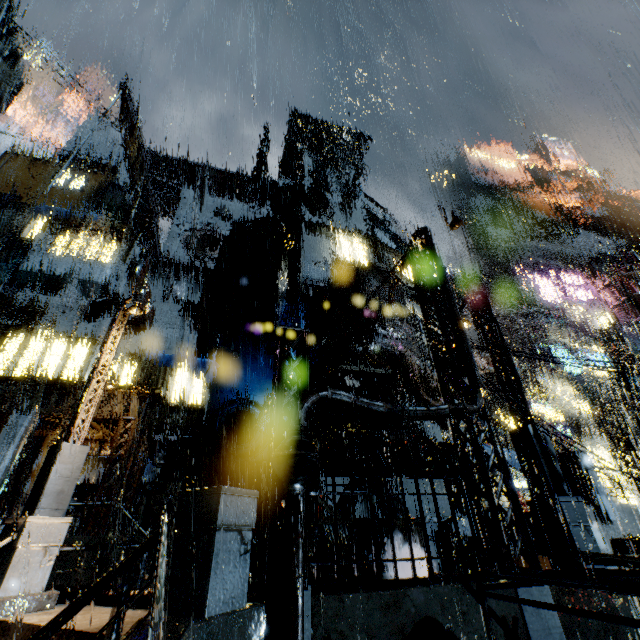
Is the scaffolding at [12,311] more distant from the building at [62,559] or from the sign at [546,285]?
the sign at [546,285]

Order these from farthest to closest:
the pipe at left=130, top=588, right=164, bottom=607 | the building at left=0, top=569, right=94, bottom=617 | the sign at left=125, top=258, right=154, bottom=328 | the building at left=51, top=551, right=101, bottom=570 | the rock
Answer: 1. the rock
2. the sign at left=125, top=258, right=154, bottom=328
3. the building at left=51, top=551, right=101, bottom=570
4. the pipe at left=130, top=588, right=164, bottom=607
5. the building at left=0, top=569, right=94, bottom=617

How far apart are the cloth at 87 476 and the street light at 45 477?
17.1 meters

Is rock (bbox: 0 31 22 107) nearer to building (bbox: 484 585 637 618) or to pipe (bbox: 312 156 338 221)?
building (bbox: 484 585 637 618)

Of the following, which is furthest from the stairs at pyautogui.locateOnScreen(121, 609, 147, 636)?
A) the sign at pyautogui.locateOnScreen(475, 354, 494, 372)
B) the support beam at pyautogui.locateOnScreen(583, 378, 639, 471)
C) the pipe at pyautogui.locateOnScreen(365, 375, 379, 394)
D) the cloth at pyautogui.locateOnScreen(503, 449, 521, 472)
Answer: the support beam at pyautogui.locateOnScreen(583, 378, 639, 471)

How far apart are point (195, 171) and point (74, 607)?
42.9m

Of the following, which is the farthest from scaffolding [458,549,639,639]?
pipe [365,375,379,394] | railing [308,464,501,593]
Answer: pipe [365,375,379,394]

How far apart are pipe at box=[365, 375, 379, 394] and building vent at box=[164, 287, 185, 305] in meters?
22.4
